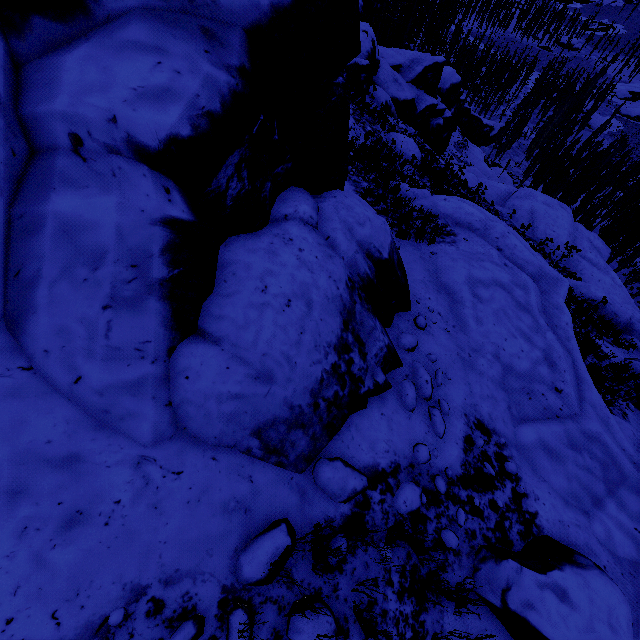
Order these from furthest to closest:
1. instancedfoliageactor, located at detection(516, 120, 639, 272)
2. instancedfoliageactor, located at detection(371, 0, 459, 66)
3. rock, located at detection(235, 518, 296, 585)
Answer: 1. instancedfoliageactor, located at detection(371, 0, 459, 66)
2. instancedfoliageactor, located at detection(516, 120, 639, 272)
3. rock, located at detection(235, 518, 296, 585)

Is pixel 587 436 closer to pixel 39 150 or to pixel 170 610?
pixel 170 610

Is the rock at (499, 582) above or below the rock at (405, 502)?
below

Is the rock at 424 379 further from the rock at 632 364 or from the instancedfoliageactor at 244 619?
the rock at 632 364

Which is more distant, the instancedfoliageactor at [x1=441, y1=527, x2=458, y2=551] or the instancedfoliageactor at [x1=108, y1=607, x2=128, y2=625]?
the instancedfoliageactor at [x1=441, y1=527, x2=458, y2=551]

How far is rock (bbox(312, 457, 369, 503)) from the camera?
3.10m

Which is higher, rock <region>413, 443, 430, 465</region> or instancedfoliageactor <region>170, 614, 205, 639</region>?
instancedfoliageactor <region>170, 614, 205, 639</region>
